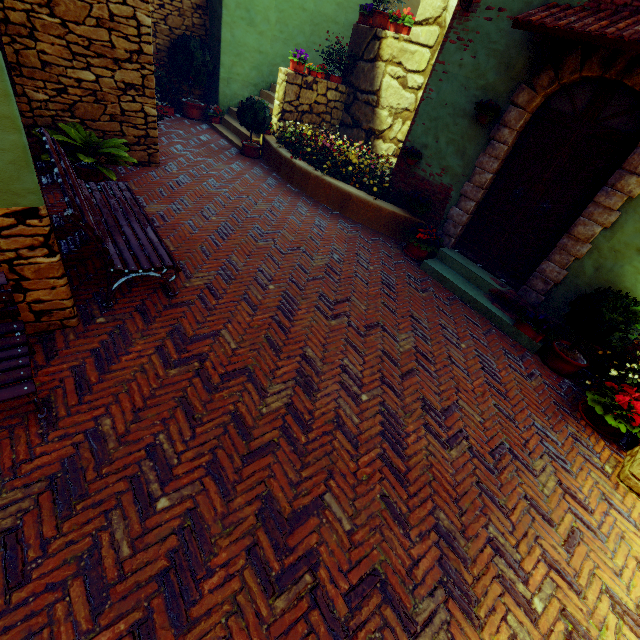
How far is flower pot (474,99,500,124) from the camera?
5.0m

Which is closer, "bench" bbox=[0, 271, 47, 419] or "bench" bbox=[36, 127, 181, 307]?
"bench" bbox=[0, 271, 47, 419]

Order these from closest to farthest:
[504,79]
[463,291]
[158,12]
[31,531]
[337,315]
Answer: [31,531], [337,315], [504,79], [463,291], [158,12]

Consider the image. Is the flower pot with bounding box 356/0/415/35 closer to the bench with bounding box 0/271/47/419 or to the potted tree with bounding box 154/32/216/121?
the potted tree with bounding box 154/32/216/121

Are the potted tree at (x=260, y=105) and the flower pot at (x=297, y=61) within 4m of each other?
yes

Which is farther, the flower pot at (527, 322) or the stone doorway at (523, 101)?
the flower pot at (527, 322)

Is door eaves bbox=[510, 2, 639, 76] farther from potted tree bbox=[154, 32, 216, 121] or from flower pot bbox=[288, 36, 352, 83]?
potted tree bbox=[154, 32, 216, 121]

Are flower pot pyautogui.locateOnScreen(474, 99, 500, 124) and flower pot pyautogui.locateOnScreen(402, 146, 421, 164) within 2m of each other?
yes
